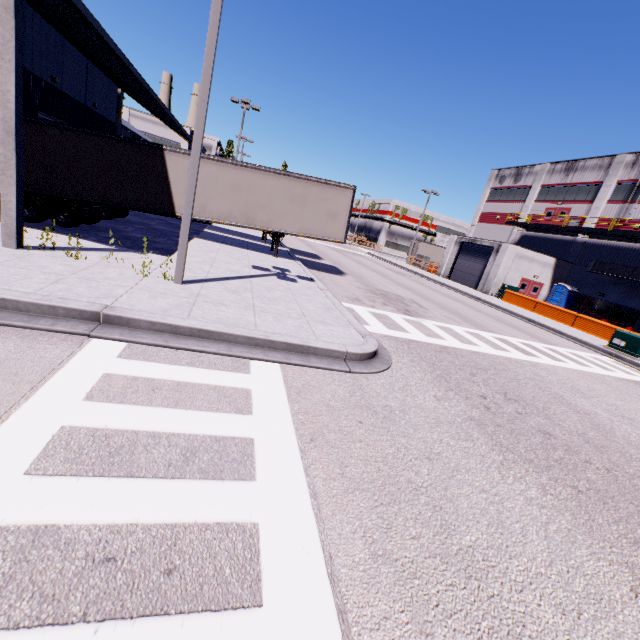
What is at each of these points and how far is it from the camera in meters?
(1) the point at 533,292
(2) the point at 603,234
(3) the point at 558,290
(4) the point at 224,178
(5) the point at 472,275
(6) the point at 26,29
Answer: (1) door, 31.5
(2) balcony, 27.6
(3) portable restroom, 30.3
(4) semi trailer, 14.5
(5) roll-up door, 33.1
(6) building, 14.3

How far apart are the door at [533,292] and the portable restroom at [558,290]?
0.77m

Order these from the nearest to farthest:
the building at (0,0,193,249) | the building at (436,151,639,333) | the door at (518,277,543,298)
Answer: the building at (0,0,193,249), the building at (436,151,639,333), the door at (518,277,543,298)

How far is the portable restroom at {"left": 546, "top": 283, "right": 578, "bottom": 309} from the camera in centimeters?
2975cm

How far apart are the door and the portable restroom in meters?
0.8

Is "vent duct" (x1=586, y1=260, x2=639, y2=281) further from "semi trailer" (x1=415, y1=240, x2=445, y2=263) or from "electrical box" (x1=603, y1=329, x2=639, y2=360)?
"electrical box" (x1=603, y1=329, x2=639, y2=360)

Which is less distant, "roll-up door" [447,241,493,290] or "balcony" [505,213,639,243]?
"balcony" [505,213,639,243]

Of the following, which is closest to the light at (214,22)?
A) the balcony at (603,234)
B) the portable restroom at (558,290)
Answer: the portable restroom at (558,290)
